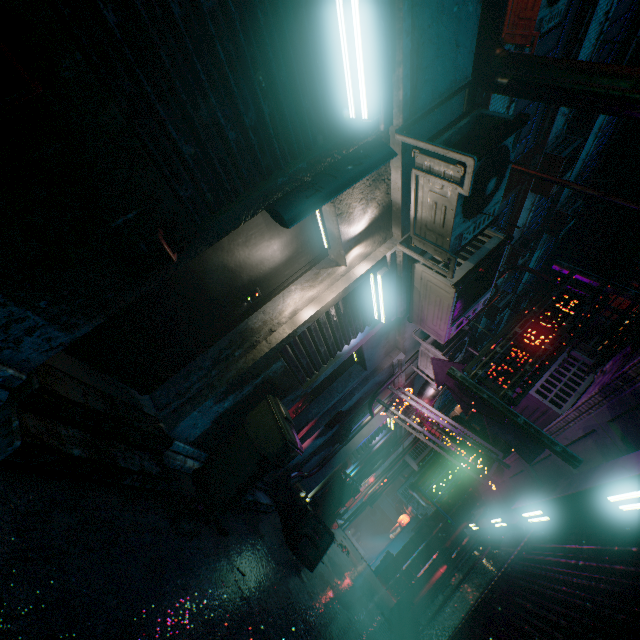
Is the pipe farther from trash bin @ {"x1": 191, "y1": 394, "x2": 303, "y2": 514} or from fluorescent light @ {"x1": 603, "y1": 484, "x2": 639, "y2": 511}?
trash bin @ {"x1": 191, "y1": 394, "x2": 303, "y2": 514}

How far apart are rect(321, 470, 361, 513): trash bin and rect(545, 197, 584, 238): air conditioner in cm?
1182

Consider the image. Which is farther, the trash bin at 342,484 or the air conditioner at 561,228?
the air conditioner at 561,228

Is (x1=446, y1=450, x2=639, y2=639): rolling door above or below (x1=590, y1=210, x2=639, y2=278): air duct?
below

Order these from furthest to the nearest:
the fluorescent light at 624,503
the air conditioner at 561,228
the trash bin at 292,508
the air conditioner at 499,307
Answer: the air conditioner at 499,307 < the air conditioner at 561,228 < the trash bin at 292,508 < the fluorescent light at 624,503

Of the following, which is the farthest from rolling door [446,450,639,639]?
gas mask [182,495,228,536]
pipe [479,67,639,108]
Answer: gas mask [182,495,228,536]

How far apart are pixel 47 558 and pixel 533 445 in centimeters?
306cm

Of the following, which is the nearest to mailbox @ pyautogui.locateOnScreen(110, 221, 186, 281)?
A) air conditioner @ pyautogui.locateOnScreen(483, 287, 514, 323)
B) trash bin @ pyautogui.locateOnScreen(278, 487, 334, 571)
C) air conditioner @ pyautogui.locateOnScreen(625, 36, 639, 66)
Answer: trash bin @ pyautogui.locateOnScreen(278, 487, 334, 571)
